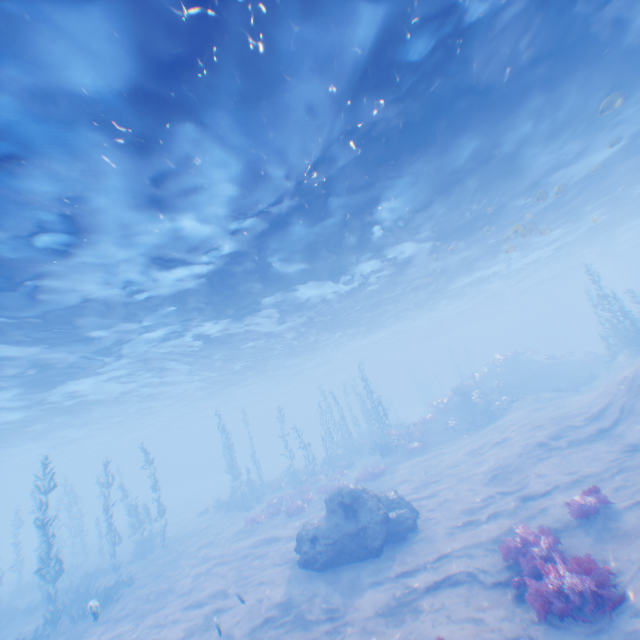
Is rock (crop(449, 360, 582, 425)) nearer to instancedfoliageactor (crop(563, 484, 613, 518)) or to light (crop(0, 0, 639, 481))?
light (crop(0, 0, 639, 481))

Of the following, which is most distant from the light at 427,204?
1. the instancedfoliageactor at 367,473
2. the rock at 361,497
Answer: the instancedfoliageactor at 367,473

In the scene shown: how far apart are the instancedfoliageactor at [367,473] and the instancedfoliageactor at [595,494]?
14.0 meters

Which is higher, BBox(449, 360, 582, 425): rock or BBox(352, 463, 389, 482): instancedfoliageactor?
BBox(449, 360, 582, 425): rock

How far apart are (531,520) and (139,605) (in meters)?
17.13

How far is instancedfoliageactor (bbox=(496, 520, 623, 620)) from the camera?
6.4m

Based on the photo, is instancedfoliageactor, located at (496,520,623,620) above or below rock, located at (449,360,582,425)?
below

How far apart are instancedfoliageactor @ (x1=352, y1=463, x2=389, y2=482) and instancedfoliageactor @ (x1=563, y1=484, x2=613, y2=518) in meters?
14.0
